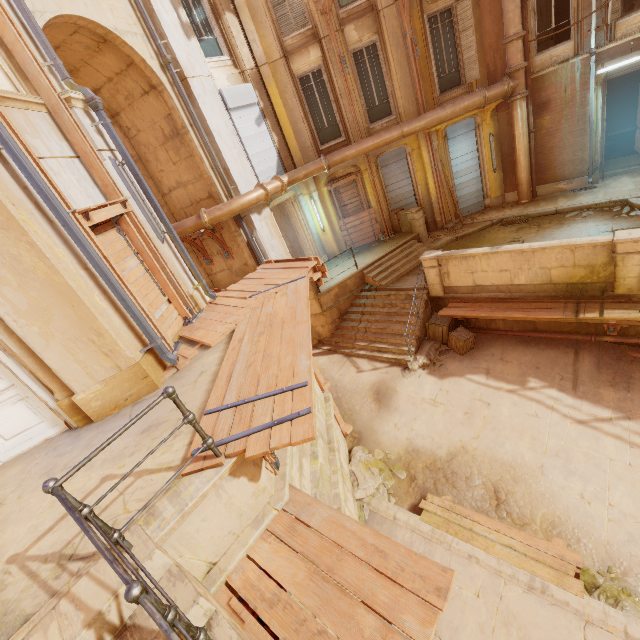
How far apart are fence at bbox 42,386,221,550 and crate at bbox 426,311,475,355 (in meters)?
8.63

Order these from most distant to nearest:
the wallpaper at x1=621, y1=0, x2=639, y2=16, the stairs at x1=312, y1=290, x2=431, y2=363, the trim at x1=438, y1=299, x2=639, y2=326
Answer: the wallpaper at x1=621, y1=0, x2=639, y2=16 < the stairs at x1=312, y1=290, x2=431, y2=363 < the trim at x1=438, y1=299, x2=639, y2=326

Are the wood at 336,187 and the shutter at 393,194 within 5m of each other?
yes

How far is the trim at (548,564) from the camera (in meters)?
5.44

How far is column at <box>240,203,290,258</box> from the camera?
11.90m

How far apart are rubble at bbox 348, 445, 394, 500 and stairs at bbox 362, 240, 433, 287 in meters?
6.0

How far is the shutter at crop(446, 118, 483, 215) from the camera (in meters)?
13.48

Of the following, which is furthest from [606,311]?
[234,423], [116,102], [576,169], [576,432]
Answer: [116,102]
